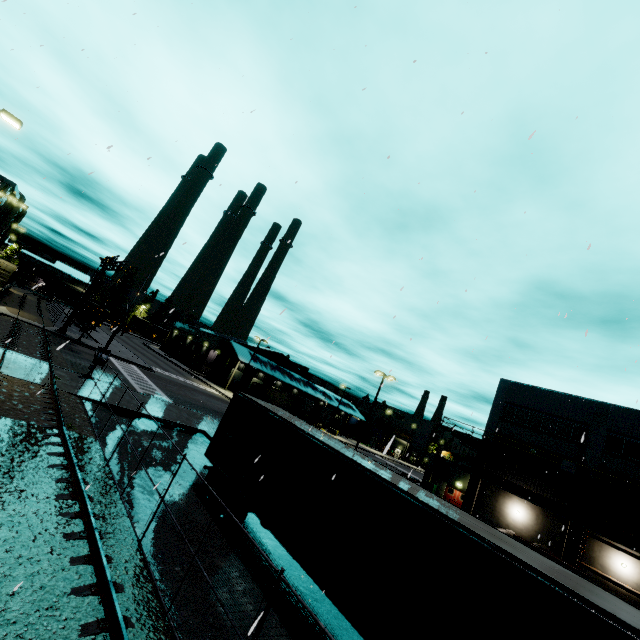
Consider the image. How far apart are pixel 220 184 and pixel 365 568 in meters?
11.1

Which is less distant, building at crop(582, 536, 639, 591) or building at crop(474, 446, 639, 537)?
building at crop(582, 536, 639, 591)

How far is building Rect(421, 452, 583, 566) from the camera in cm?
2573

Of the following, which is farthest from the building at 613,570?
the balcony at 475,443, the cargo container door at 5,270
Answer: the cargo container door at 5,270

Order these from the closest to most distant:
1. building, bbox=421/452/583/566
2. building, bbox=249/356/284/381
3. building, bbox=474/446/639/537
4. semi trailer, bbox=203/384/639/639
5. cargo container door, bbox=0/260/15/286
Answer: semi trailer, bbox=203/384/639/639
building, bbox=474/446/639/537
building, bbox=421/452/583/566
cargo container door, bbox=0/260/15/286
building, bbox=249/356/284/381

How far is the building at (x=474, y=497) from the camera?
A: 25.7m

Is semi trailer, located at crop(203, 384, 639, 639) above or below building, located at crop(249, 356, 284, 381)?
below
